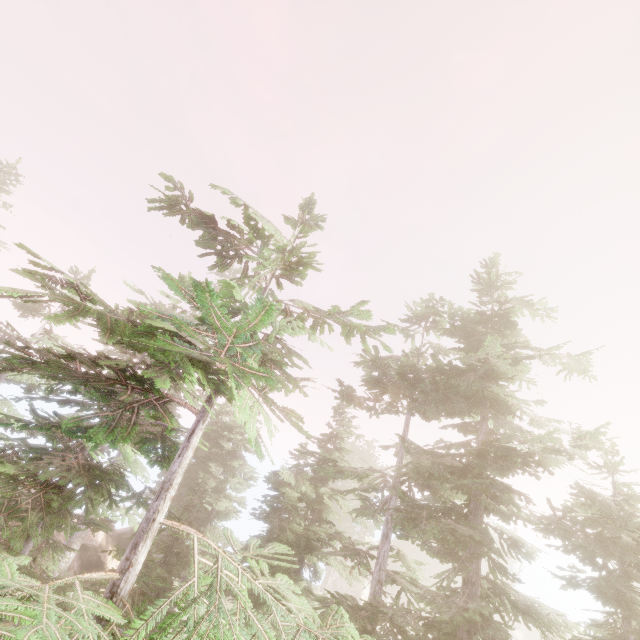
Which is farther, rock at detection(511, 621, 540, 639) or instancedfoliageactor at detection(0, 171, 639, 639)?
rock at detection(511, 621, 540, 639)

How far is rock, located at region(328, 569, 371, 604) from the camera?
42.2 meters

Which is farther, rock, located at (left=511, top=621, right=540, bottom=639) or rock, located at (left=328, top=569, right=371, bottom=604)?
rock, located at (left=511, top=621, right=540, bottom=639)

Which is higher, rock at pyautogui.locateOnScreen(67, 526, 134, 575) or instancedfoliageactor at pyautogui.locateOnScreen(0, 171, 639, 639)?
instancedfoliageactor at pyautogui.locateOnScreen(0, 171, 639, 639)

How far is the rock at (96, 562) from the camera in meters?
23.2

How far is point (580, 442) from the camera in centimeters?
960cm

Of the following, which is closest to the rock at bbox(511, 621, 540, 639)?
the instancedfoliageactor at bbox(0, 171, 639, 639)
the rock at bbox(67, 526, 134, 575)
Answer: the instancedfoliageactor at bbox(0, 171, 639, 639)

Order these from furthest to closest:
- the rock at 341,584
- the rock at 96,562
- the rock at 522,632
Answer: the rock at 522,632
the rock at 341,584
the rock at 96,562
